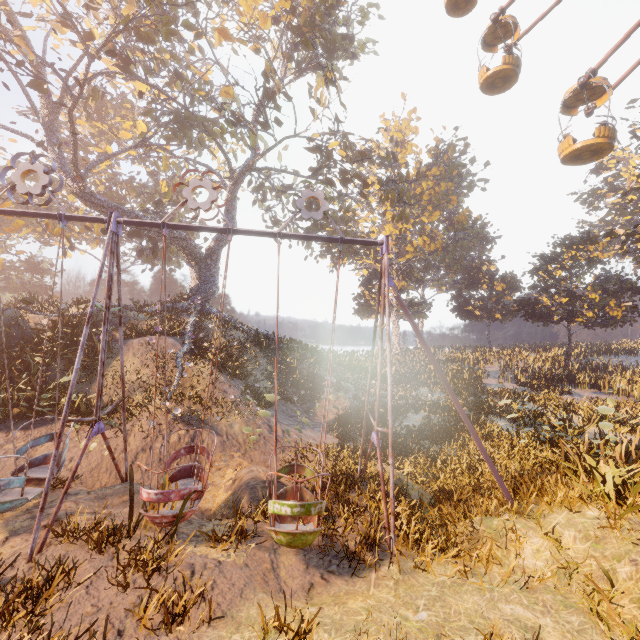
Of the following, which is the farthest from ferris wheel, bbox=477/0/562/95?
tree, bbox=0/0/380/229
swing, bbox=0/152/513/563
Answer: swing, bbox=0/152/513/563

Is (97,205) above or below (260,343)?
above

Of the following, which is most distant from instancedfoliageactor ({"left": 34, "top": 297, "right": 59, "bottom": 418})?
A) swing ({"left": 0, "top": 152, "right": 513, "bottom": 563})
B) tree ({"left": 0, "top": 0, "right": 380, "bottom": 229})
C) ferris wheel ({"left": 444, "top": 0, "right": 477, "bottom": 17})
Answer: ferris wheel ({"left": 444, "top": 0, "right": 477, "bottom": 17})

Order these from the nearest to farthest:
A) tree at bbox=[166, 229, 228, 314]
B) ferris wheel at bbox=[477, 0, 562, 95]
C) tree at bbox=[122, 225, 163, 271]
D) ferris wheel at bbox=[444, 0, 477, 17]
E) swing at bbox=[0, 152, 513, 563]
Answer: swing at bbox=[0, 152, 513, 563] < ferris wheel at bbox=[477, 0, 562, 95] < ferris wheel at bbox=[444, 0, 477, 17] < tree at bbox=[122, 225, 163, 271] < tree at bbox=[166, 229, 228, 314]

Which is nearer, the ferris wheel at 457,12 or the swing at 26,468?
the swing at 26,468

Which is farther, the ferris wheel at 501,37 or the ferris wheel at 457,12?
the ferris wheel at 457,12

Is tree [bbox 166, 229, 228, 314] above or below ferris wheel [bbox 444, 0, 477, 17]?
below
